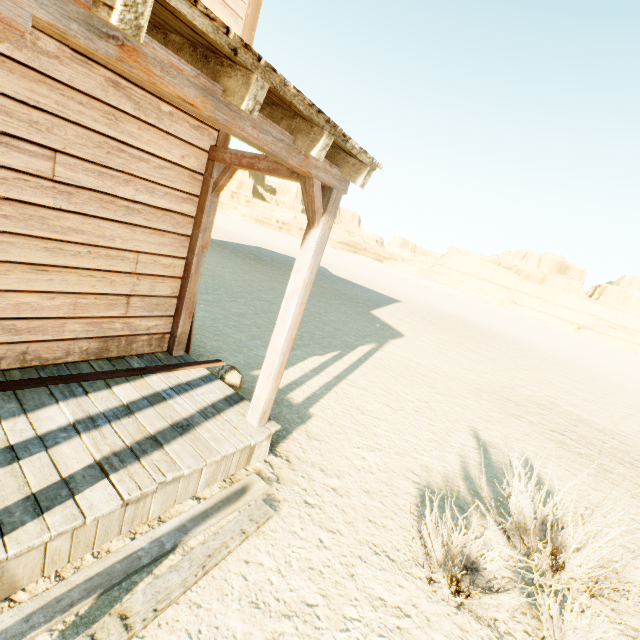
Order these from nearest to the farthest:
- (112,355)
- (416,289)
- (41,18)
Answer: (41,18) → (112,355) → (416,289)

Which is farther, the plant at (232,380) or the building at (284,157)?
the plant at (232,380)

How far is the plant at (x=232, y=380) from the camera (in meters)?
4.41

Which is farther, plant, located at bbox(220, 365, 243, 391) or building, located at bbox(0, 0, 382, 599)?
plant, located at bbox(220, 365, 243, 391)

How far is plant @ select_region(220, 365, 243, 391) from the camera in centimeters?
441cm
